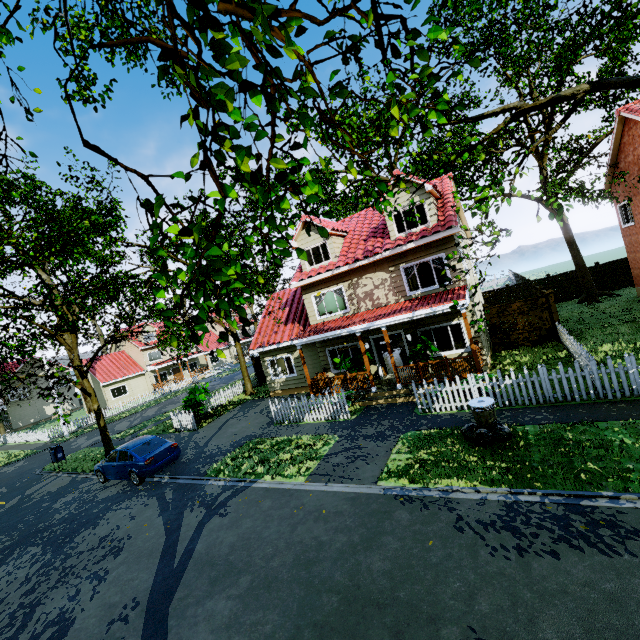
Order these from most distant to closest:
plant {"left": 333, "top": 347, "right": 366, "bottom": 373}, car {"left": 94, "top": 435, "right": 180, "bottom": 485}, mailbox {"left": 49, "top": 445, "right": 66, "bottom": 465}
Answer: mailbox {"left": 49, "top": 445, "right": 66, "bottom": 465} → plant {"left": 333, "top": 347, "right": 366, "bottom": 373} → car {"left": 94, "top": 435, "right": 180, "bottom": 485}

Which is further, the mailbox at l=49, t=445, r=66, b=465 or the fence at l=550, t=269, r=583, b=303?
the fence at l=550, t=269, r=583, b=303

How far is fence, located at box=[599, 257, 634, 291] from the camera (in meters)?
23.31

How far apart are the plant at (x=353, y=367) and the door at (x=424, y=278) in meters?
5.8 m

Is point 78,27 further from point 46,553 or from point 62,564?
point 46,553

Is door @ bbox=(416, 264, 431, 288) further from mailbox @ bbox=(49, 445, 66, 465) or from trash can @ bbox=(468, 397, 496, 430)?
mailbox @ bbox=(49, 445, 66, 465)

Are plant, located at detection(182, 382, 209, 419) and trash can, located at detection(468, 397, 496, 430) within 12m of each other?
no

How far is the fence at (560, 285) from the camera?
24.81m
